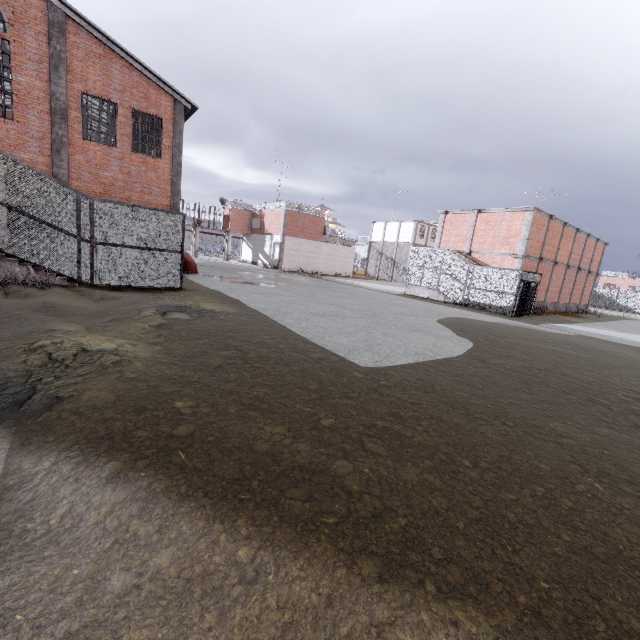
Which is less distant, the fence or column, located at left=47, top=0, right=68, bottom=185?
column, located at left=47, top=0, right=68, bottom=185

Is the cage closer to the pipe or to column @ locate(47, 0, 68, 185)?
the pipe

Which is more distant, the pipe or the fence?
the fence

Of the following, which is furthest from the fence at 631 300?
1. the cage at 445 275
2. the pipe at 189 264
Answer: the pipe at 189 264

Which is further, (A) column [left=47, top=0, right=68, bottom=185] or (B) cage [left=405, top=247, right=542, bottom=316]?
(B) cage [left=405, top=247, right=542, bottom=316]

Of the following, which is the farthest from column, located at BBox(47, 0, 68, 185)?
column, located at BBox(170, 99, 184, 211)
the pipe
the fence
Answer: the fence

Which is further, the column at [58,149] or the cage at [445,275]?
the cage at [445,275]

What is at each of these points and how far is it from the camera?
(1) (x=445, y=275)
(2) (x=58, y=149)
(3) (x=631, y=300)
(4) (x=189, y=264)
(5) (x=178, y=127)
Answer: (1) cage, 23.5 meters
(2) column, 14.5 meters
(3) fence, 44.5 meters
(4) pipe, 20.0 meters
(5) column, 17.0 meters
